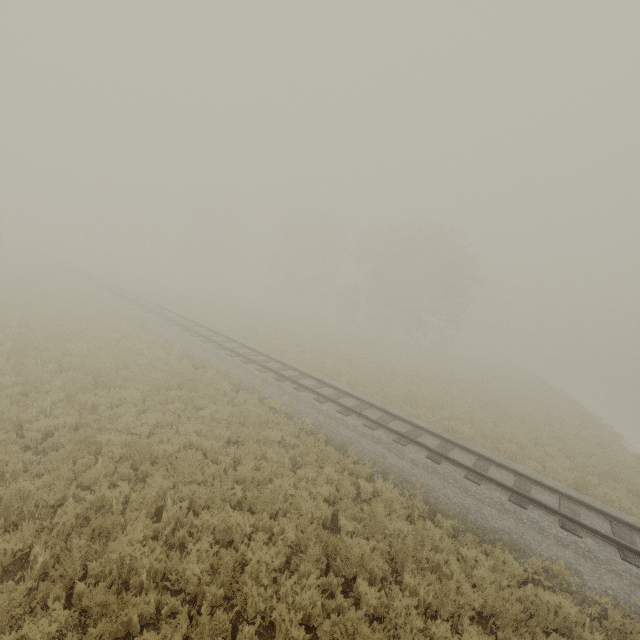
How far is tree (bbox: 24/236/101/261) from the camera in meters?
49.5

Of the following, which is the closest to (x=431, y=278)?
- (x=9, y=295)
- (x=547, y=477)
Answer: (x=547, y=477)

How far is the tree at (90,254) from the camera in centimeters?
4950cm
